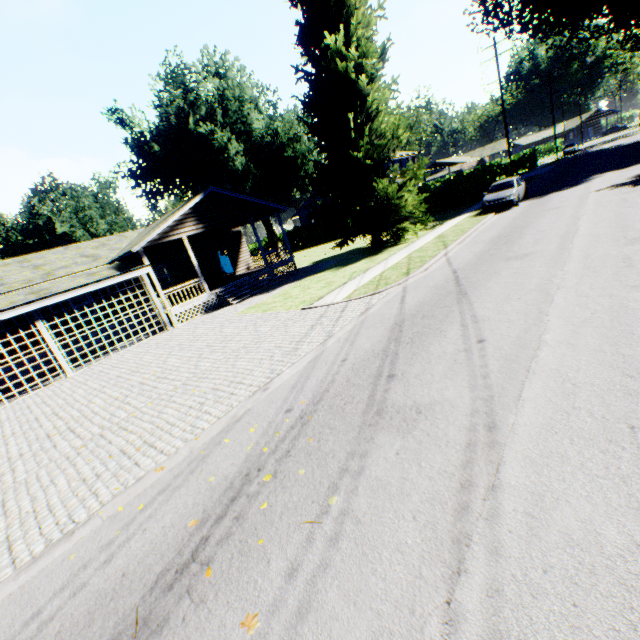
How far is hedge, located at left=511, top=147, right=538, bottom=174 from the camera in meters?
48.3

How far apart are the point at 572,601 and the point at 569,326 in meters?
4.4

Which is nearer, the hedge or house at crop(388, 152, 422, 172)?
house at crop(388, 152, 422, 172)

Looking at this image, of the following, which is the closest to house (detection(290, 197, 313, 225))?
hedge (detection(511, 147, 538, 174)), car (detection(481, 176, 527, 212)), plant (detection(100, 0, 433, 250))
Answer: plant (detection(100, 0, 433, 250))

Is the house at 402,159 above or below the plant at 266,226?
above

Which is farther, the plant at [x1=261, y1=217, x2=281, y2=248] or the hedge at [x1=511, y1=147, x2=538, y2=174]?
the hedge at [x1=511, y1=147, x2=538, y2=174]

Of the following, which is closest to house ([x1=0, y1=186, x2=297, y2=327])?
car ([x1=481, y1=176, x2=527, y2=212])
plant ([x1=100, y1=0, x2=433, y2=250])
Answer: plant ([x1=100, y1=0, x2=433, y2=250])

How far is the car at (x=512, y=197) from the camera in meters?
19.1 m
